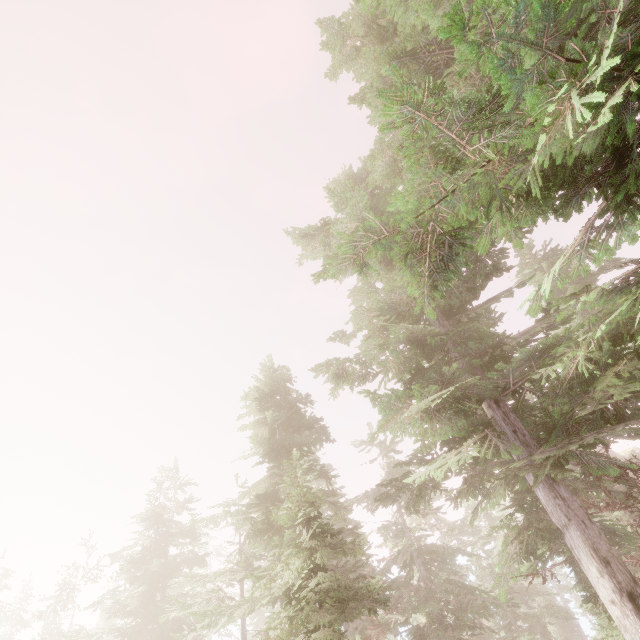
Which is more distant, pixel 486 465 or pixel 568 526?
pixel 486 465
